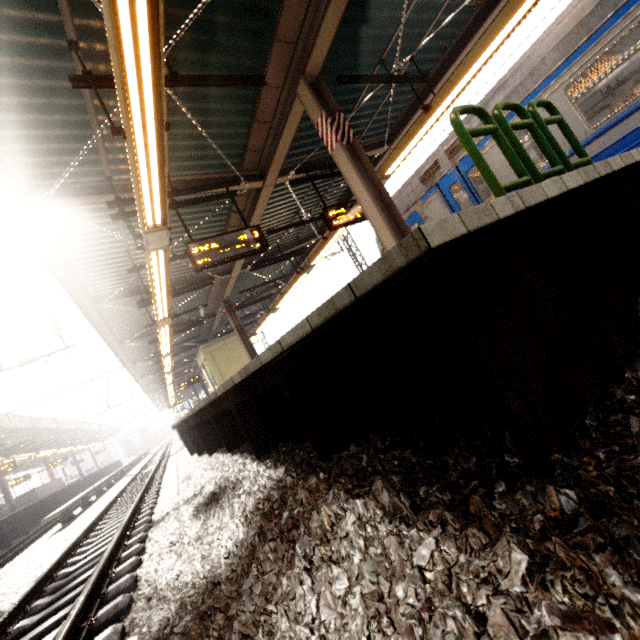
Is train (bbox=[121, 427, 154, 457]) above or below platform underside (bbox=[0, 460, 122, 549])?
above

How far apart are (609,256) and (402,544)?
3.1m

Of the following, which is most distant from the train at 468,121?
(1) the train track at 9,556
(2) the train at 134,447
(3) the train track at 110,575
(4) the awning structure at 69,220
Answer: (2) the train at 134,447

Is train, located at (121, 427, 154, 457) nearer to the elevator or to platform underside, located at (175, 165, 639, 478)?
platform underside, located at (175, 165, 639, 478)

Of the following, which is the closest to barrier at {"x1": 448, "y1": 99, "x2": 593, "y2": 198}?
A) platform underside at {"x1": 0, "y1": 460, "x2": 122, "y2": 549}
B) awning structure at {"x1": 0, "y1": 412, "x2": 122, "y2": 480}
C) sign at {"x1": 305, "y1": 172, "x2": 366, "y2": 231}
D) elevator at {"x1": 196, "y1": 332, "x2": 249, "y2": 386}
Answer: sign at {"x1": 305, "y1": 172, "x2": 366, "y2": 231}

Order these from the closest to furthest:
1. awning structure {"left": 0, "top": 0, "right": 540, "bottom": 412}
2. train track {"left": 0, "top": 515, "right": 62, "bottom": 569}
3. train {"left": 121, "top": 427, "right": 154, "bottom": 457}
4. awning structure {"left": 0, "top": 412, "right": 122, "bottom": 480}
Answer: awning structure {"left": 0, "top": 0, "right": 540, "bottom": 412}, train track {"left": 0, "top": 515, "right": 62, "bottom": 569}, awning structure {"left": 0, "top": 412, "right": 122, "bottom": 480}, train {"left": 121, "top": 427, "right": 154, "bottom": 457}

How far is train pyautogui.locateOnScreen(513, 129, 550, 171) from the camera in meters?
5.9

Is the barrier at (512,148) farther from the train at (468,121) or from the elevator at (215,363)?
the elevator at (215,363)
